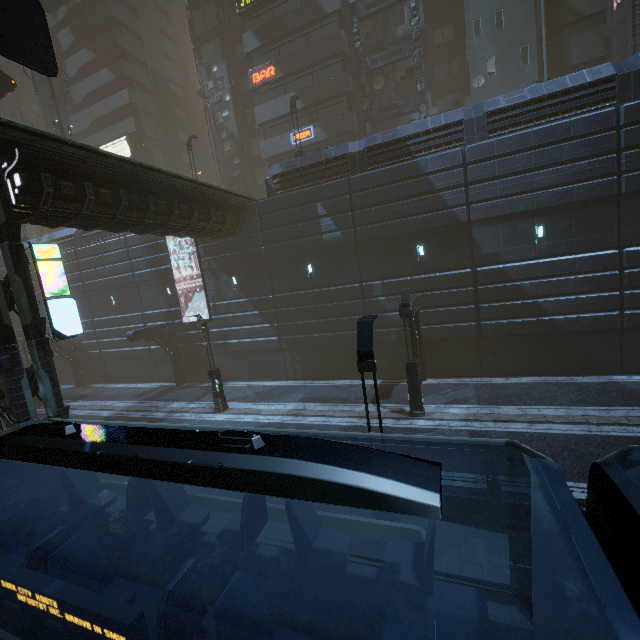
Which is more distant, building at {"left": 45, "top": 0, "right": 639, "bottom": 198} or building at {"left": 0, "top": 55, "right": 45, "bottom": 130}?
building at {"left": 0, "top": 55, "right": 45, "bottom": 130}

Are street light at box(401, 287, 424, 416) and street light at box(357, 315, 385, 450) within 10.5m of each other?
yes

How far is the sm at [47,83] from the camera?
28.9m

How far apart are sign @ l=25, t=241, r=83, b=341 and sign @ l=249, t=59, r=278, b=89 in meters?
25.5

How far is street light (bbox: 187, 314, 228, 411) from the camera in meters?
17.5

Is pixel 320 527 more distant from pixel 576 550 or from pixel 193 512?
pixel 576 550

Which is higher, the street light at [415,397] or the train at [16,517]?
the train at [16,517]

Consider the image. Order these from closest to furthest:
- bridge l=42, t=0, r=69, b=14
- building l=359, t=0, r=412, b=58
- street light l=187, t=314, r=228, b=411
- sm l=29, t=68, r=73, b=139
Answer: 1. street light l=187, t=314, r=228, b=411
2. building l=359, t=0, r=412, b=58
3. sm l=29, t=68, r=73, b=139
4. bridge l=42, t=0, r=69, b=14
